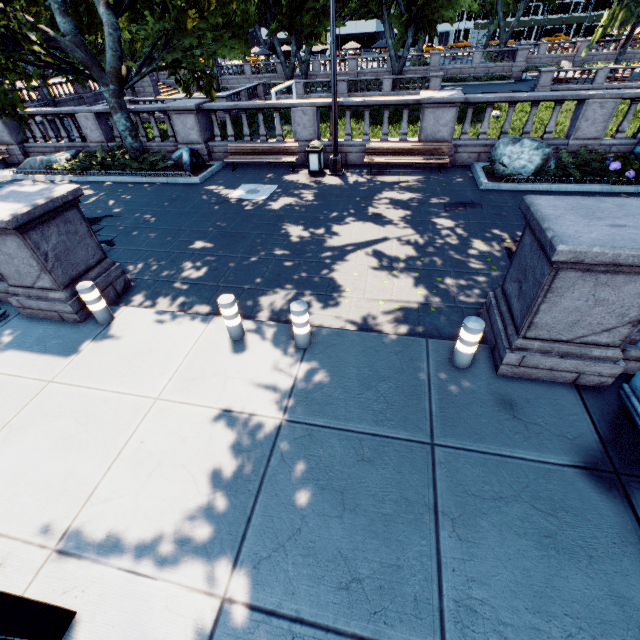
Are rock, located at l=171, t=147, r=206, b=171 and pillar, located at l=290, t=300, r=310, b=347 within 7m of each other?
no

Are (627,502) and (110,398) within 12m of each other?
yes

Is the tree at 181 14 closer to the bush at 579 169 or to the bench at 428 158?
the bush at 579 169

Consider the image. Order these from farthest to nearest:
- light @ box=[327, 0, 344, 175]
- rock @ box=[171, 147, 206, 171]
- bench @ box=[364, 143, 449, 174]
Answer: rock @ box=[171, 147, 206, 171] < bench @ box=[364, 143, 449, 174] < light @ box=[327, 0, 344, 175]

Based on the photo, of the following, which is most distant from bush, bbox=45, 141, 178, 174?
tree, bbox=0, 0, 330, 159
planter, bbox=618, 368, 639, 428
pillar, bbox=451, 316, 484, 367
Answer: planter, bbox=618, 368, 639, 428

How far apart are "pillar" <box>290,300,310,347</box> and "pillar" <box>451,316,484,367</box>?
2.2 meters

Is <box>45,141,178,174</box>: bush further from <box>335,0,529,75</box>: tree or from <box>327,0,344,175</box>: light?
<box>327,0,344,175</box>: light

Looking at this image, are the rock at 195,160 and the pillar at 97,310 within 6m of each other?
no
